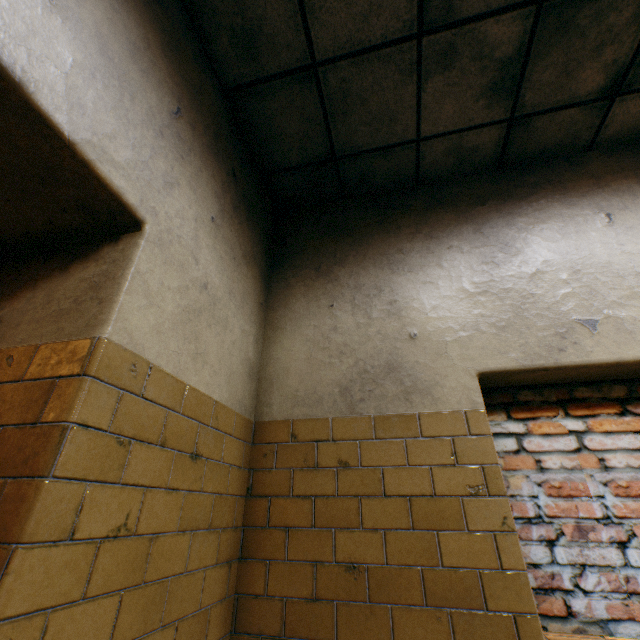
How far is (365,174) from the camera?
2.78m
